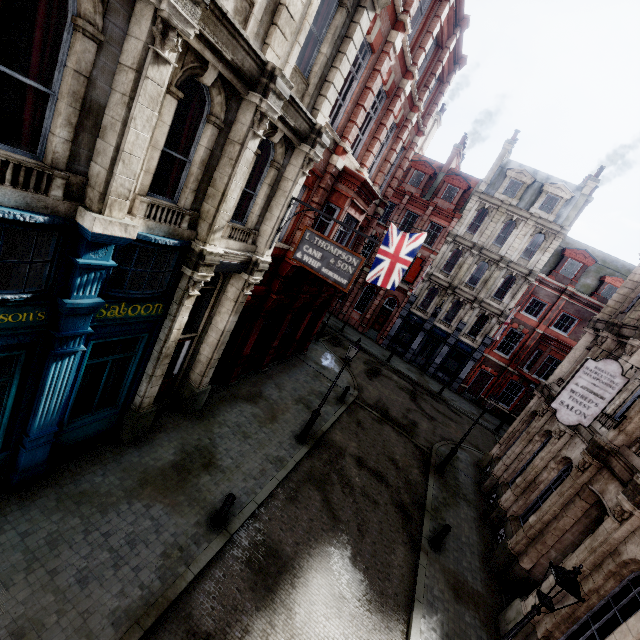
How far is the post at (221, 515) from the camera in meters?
8.0

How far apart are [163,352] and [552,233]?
30.7 meters

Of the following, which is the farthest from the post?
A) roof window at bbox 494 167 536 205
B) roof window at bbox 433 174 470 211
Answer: roof window at bbox 494 167 536 205

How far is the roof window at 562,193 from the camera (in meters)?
26.62

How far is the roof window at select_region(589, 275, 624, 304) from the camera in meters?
25.8 m

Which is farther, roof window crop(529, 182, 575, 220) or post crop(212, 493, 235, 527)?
roof window crop(529, 182, 575, 220)

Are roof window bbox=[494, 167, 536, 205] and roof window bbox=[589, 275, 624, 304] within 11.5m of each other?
yes

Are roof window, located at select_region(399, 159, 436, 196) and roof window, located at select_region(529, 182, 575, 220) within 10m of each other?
yes
